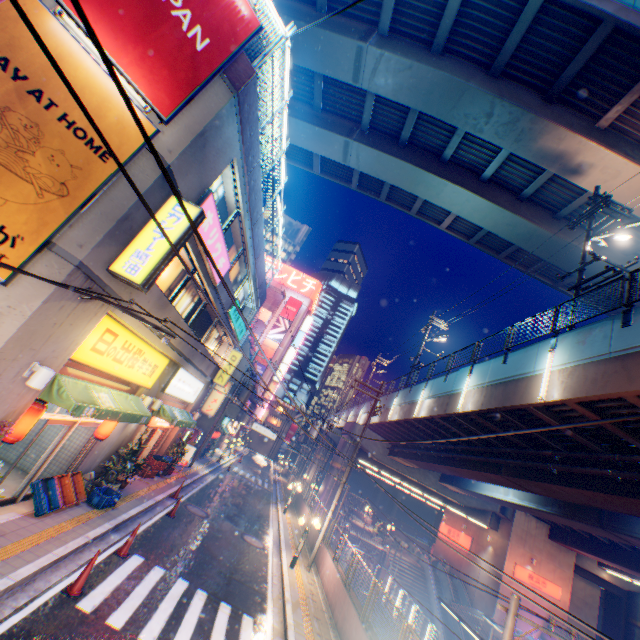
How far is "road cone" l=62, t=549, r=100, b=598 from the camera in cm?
699

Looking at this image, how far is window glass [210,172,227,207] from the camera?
11.1 meters

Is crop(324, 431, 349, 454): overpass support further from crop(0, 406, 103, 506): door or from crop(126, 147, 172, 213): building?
crop(0, 406, 103, 506): door

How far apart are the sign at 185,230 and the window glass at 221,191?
1.5 meters

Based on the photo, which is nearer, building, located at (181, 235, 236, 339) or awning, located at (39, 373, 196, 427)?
awning, located at (39, 373, 196, 427)

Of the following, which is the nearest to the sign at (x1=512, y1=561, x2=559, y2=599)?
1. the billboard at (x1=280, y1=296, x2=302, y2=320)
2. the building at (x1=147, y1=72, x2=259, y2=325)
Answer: the building at (x1=147, y1=72, x2=259, y2=325)

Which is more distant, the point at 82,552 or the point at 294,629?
the point at 294,629

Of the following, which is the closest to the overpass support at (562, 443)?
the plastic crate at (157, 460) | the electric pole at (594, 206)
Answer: the electric pole at (594, 206)
